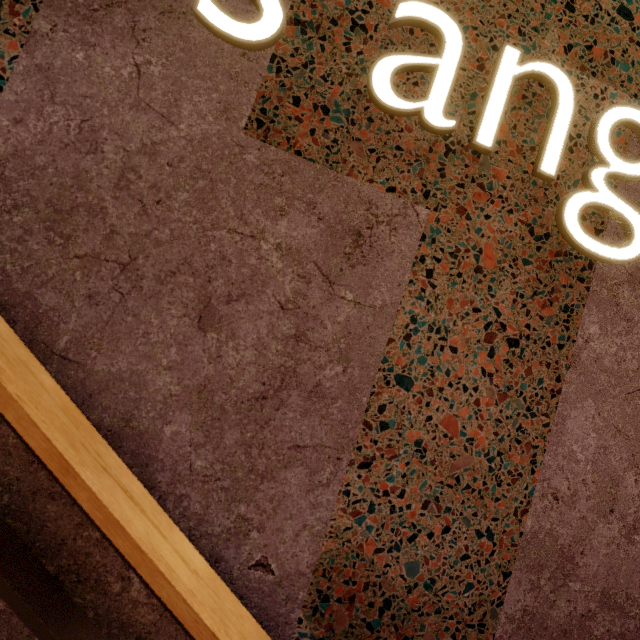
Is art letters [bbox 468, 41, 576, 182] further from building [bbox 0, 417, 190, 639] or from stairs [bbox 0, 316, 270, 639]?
stairs [bbox 0, 316, 270, 639]

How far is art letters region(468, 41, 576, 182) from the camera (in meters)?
0.83

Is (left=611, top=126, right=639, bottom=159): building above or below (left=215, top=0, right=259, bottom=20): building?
above

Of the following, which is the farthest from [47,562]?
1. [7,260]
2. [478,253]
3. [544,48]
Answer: [544,48]

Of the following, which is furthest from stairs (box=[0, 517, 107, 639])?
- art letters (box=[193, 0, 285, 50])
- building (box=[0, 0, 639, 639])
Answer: art letters (box=[193, 0, 285, 50])

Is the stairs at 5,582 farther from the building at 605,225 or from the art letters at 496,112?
the art letters at 496,112

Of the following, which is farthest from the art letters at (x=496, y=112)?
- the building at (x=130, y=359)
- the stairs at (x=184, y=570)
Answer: the stairs at (x=184, y=570)
